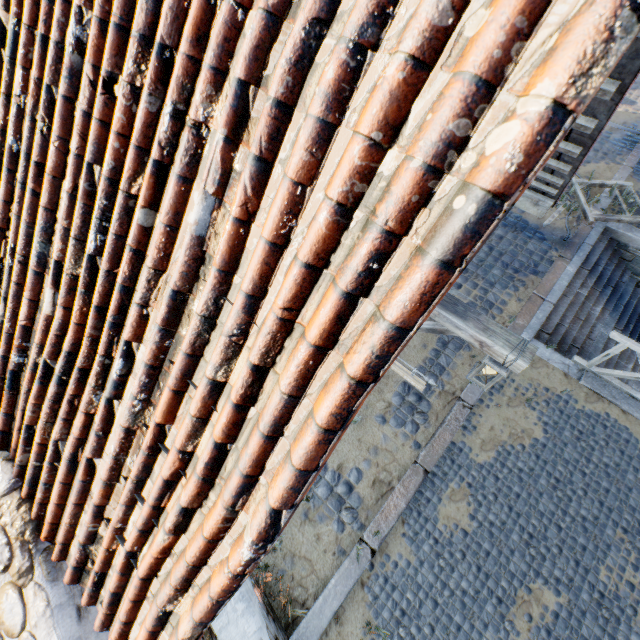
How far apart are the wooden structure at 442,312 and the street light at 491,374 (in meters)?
0.29

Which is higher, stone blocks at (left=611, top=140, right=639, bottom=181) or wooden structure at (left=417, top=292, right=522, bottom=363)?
wooden structure at (left=417, top=292, right=522, bottom=363)

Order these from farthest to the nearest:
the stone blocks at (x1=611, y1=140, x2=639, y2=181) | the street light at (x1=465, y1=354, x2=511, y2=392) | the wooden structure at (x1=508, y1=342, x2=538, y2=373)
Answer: the stone blocks at (x1=611, y1=140, x2=639, y2=181), the street light at (x1=465, y1=354, x2=511, y2=392), the wooden structure at (x1=508, y1=342, x2=538, y2=373)

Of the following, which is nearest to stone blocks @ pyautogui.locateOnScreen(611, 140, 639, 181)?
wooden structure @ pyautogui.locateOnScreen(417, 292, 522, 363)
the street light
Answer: wooden structure @ pyautogui.locateOnScreen(417, 292, 522, 363)

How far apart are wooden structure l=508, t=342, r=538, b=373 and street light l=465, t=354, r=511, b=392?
0.3 meters

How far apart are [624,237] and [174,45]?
10.6 meters

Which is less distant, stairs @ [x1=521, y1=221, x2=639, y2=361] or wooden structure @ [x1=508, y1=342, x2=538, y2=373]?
wooden structure @ [x1=508, y1=342, x2=538, y2=373]

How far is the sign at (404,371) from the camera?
3.76m
